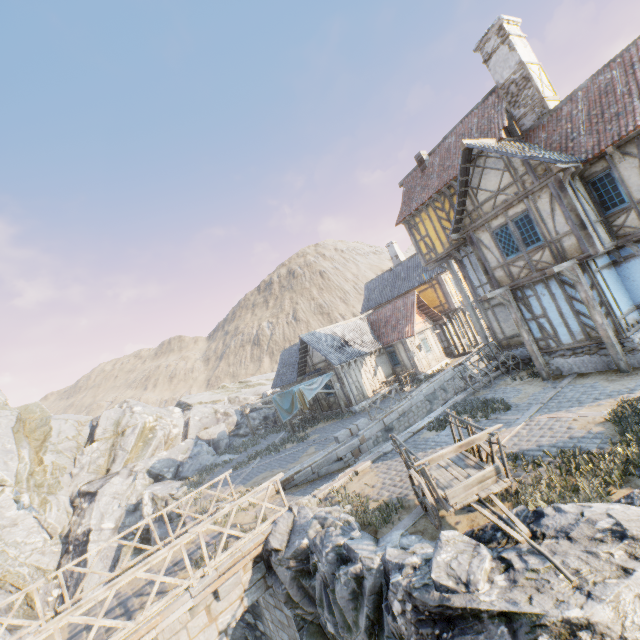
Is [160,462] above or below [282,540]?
above

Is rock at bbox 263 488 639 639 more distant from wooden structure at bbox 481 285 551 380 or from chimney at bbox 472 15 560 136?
chimney at bbox 472 15 560 136

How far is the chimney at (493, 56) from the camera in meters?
13.4 m

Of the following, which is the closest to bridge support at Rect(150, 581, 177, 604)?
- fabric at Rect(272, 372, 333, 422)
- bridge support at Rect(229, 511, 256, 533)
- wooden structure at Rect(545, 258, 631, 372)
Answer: bridge support at Rect(229, 511, 256, 533)

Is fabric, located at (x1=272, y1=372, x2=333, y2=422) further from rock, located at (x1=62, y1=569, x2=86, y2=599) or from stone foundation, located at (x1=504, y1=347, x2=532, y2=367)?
stone foundation, located at (x1=504, y1=347, x2=532, y2=367)

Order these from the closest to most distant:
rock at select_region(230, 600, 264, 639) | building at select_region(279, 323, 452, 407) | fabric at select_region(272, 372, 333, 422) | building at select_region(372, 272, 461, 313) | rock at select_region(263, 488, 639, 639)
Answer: rock at select_region(263, 488, 639, 639), rock at select_region(230, 600, 264, 639), fabric at select_region(272, 372, 333, 422), building at select_region(279, 323, 452, 407), building at select_region(372, 272, 461, 313)

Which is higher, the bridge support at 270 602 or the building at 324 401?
the building at 324 401

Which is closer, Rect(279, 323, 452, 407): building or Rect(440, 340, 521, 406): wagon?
Rect(440, 340, 521, 406): wagon
